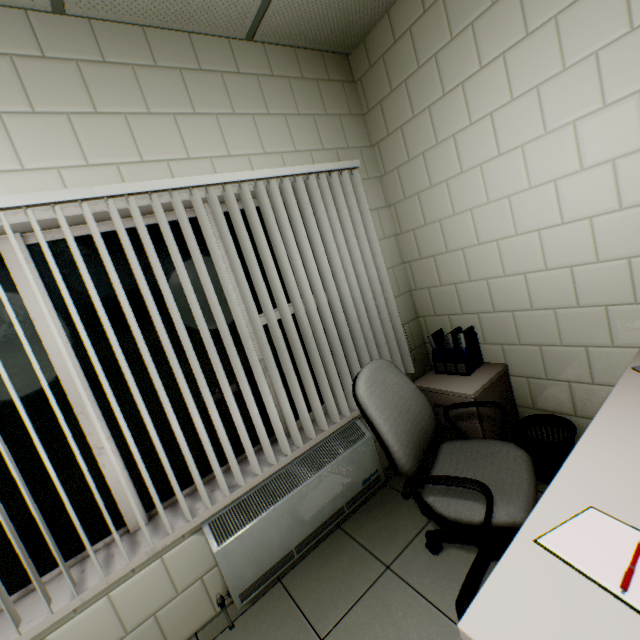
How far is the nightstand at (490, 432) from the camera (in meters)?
2.17

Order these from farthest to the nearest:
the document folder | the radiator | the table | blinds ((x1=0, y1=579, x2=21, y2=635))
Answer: the document folder
the radiator
blinds ((x1=0, y1=579, x2=21, y2=635))
the table

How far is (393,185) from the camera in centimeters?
262cm

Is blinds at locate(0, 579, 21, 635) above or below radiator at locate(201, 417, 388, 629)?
above

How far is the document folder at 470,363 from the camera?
2.4m

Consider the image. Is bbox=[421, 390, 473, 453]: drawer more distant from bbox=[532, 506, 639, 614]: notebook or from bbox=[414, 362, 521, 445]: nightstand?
bbox=[532, 506, 639, 614]: notebook

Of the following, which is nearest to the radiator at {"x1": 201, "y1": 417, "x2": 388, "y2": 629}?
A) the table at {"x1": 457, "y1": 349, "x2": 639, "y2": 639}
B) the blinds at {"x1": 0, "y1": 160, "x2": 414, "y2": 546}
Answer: the blinds at {"x1": 0, "y1": 160, "x2": 414, "y2": 546}

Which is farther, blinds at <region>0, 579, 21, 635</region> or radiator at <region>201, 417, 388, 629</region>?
radiator at <region>201, 417, 388, 629</region>
